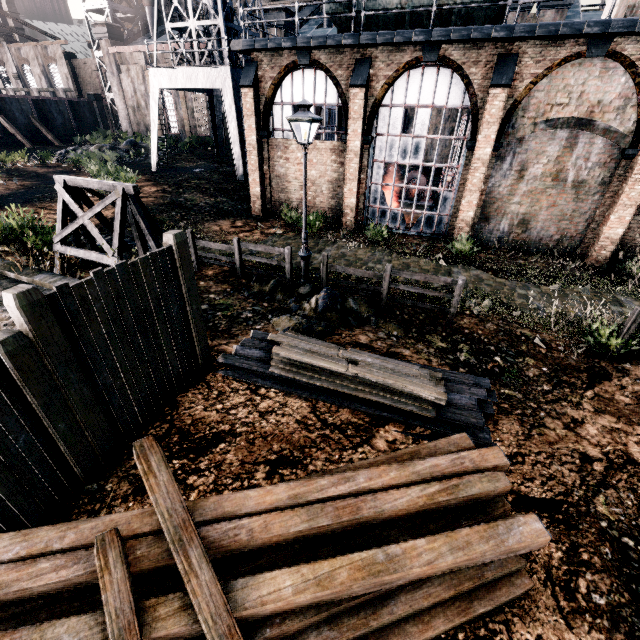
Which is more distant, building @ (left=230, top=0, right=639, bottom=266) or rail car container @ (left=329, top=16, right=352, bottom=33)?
rail car container @ (left=329, top=16, right=352, bottom=33)

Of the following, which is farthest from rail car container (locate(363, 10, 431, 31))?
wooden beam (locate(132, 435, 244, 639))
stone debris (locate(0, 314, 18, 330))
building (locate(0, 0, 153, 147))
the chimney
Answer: wooden beam (locate(132, 435, 244, 639))

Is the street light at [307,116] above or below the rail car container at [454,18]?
below

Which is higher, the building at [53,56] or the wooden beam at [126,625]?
the building at [53,56]

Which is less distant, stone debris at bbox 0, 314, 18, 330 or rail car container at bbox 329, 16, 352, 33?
stone debris at bbox 0, 314, 18, 330

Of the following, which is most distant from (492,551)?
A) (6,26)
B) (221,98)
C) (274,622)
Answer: (6,26)

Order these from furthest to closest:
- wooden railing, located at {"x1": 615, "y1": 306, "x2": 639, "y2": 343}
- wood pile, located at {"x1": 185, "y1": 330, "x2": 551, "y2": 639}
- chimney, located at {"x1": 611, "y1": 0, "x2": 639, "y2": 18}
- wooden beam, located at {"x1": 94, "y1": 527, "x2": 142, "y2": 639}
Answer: chimney, located at {"x1": 611, "y1": 0, "x2": 639, "y2": 18} → wooden railing, located at {"x1": 615, "y1": 306, "x2": 639, "y2": 343} → wood pile, located at {"x1": 185, "y1": 330, "x2": 551, "y2": 639} → wooden beam, located at {"x1": 94, "y1": 527, "x2": 142, "y2": 639}

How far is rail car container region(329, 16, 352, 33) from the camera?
15.4m
